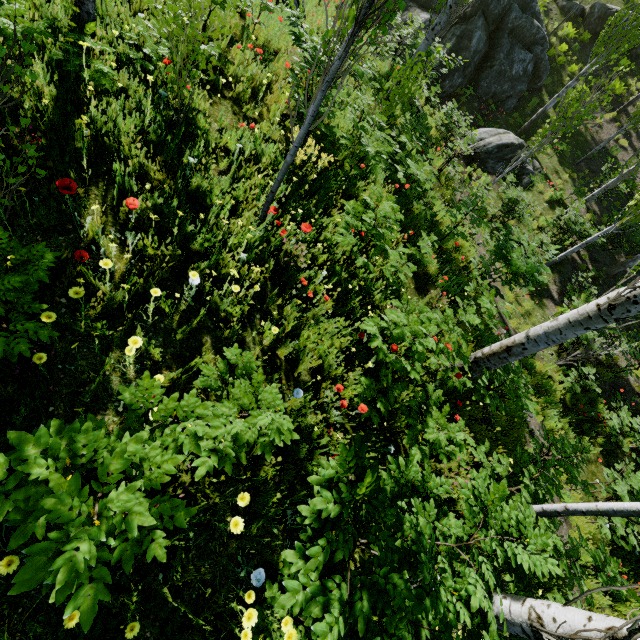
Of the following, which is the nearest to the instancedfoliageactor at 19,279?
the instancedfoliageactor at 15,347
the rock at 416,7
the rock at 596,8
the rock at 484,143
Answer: the instancedfoliageactor at 15,347

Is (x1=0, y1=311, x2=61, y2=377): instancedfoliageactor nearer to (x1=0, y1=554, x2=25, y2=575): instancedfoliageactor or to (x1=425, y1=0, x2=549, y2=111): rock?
Result: (x1=0, y1=554, x2=25, y2=575): instancedfoliageactor

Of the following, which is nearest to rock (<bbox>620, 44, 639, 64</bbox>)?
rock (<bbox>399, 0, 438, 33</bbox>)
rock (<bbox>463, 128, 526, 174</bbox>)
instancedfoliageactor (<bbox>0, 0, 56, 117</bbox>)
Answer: instancedfoliageactor (<bbox>0, 0, 56, 117</bbox>)

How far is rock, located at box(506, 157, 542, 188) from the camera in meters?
14.7

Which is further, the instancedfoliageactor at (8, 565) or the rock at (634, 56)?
the rock at (634, 56)

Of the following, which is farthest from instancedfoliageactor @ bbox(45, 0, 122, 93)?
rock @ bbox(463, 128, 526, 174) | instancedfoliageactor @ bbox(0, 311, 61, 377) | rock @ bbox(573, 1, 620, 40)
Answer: rock @ bbox(463, 128, 526, 174)

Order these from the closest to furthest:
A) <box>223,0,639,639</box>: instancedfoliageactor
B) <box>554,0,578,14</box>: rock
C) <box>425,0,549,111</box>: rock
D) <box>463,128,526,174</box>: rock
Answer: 1. <box>223,0,639,639</box>: instancedfoliageactor
2. <box>463,128,526,174</box>: rock
3. <box>425,0,549,111</box>: rock
4. <box>554,0,578,14</box>: rock

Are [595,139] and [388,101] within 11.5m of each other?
no
